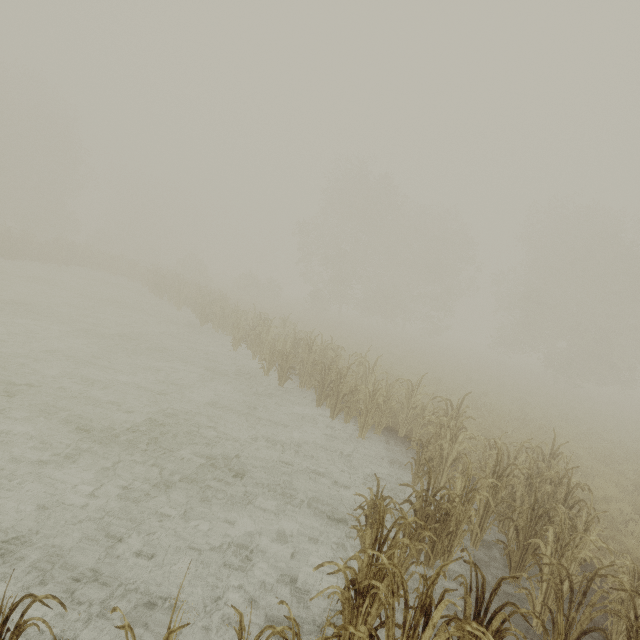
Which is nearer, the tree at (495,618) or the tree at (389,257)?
the tree at (495,618)

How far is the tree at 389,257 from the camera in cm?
3306

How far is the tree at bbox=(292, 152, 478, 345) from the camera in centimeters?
3306cm

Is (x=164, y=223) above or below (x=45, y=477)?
above

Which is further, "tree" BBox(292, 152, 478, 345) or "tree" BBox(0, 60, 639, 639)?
"tree" BBox(292, 152, 478, 345)
